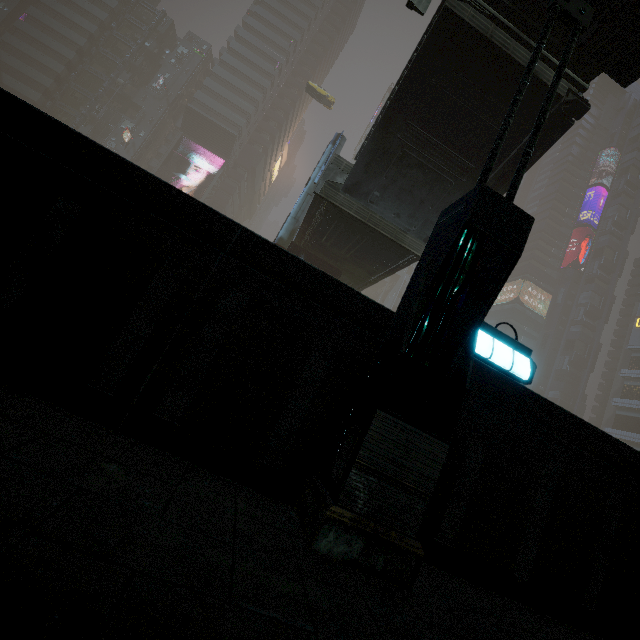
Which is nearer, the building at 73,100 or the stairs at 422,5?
the stairs at 422,5

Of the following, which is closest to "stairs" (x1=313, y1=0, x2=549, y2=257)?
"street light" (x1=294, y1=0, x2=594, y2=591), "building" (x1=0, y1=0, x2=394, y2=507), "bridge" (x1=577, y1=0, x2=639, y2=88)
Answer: "bridge" (x1=577, y1=0, x2=639, y2=88)

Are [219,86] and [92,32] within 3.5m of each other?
no

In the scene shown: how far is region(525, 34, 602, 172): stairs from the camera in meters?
8.8 m

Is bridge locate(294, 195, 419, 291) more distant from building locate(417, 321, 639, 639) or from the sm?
building locate(417, 321, 639, 639)

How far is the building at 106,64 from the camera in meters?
54.5 m

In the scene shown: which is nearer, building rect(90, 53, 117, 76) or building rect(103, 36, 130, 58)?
building rect(90, 53, 117, 76)

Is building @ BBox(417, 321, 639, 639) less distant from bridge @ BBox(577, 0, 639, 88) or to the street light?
the street light
